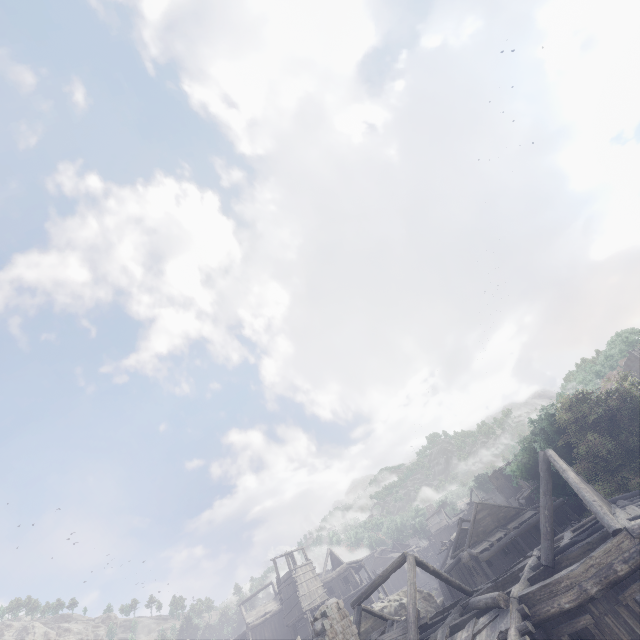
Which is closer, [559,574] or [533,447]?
[559,574]

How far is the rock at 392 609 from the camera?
31.8 meters

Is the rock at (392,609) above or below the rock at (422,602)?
above

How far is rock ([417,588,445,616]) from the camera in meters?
34.1

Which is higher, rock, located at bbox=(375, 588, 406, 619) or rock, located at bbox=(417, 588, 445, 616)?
rock, located at bbox=(375, 588, 406, 619)

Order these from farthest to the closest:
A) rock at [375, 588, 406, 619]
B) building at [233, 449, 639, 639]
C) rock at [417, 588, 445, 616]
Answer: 1. rock at [417, 588, 445, 616]
2. rock at [375, 588, 406, 619]
3. building at [233, 449, 639, 639]

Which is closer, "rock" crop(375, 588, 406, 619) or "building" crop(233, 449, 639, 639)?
"building" crop(233, 449, 639, 639)
